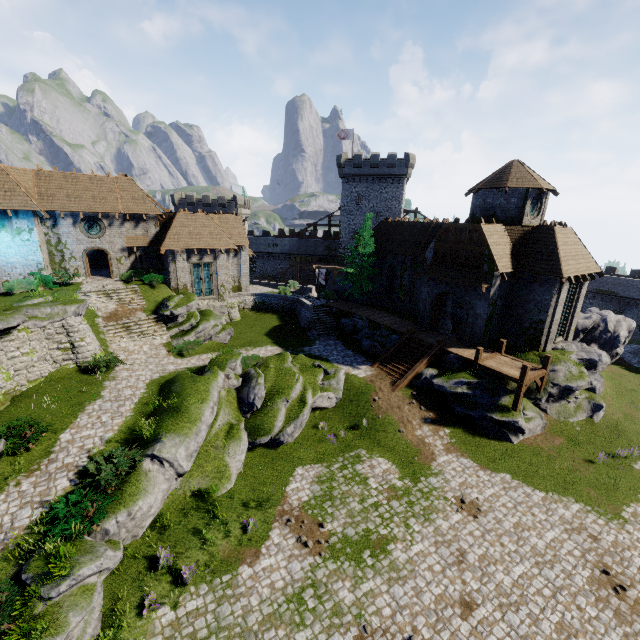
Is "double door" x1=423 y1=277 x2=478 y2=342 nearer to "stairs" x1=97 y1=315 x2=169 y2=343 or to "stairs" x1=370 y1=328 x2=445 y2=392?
"stairs" x1=370 y1=328 x2=445 y2=392

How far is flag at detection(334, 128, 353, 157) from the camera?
49.66m

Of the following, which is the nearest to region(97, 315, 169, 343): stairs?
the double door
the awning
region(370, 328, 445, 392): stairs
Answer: region(370, 328, 445, 392): stairs

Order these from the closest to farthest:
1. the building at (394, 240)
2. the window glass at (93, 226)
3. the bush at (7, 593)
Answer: the bush at (7, 593)
the building at (394, 240)
the window glass at (93, 226)

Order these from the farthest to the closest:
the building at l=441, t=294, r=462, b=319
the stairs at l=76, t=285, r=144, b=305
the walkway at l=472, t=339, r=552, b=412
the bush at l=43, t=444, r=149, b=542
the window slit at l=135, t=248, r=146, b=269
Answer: the window slit at l=135, t=248, r=146, b=269 < the building at l=441, t=294, r=462, b=319 < the stairs at l=76, t=285, r=144, b=305 < the walkway at l=472, t=339, r=552, b=412 < the bush at l=43, t=444, r=149, b=542

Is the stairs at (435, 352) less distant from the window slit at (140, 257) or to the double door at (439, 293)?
the double door at (439, 293)

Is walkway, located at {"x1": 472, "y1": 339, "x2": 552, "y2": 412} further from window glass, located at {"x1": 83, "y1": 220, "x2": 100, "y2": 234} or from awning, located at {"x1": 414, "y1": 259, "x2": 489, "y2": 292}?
window glass, located at {"x1": 83, "y1": 220, "x2": 100, "y2": 234}

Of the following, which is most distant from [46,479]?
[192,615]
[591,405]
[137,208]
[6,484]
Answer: [591,405]
